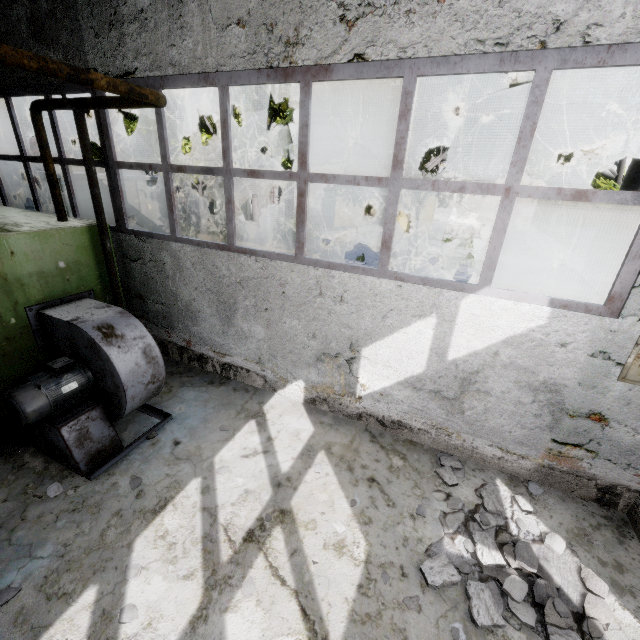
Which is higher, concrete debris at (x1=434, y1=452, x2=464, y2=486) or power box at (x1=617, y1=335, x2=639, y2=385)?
power box at (x1=617, y1=335, x2=639, y2=385)

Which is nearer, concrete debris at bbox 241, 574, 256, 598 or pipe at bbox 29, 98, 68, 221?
concrete debris at bbox 241, 574, 256, 598

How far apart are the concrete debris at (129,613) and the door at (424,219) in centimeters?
2605cm

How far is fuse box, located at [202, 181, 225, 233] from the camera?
20.6 meters

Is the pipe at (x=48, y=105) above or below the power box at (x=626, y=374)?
above

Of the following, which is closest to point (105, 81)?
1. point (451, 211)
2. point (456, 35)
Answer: point (456, 35)

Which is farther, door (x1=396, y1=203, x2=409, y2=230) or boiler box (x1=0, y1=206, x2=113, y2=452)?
door (x1=396, y1=203, x2=409, y2=230)

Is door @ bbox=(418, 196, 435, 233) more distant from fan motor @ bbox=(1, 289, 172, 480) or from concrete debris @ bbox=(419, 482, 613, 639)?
fan motor @ bbox=(1, 289, 172, 480)
